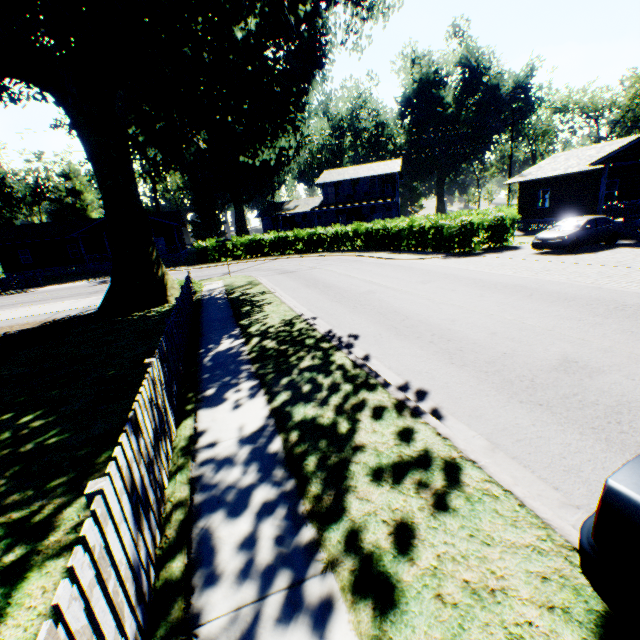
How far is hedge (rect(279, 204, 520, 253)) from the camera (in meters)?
20.36

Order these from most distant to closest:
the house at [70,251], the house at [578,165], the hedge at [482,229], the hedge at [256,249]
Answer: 1. the house at [70,251]
2. the hedge at [256,249]
3. the hedge at [482,229]
4. the house at [578,165]

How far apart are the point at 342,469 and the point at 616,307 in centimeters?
879cm

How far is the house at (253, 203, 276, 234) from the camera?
47.9 meters

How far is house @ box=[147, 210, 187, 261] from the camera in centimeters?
3822cm

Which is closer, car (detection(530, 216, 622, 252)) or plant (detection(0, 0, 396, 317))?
plant (detection(0, 0, 396, 317))

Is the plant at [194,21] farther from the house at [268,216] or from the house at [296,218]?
the house at [296,218]

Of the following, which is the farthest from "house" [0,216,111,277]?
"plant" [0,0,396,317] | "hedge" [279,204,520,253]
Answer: "plant" [0,0,396,317]
